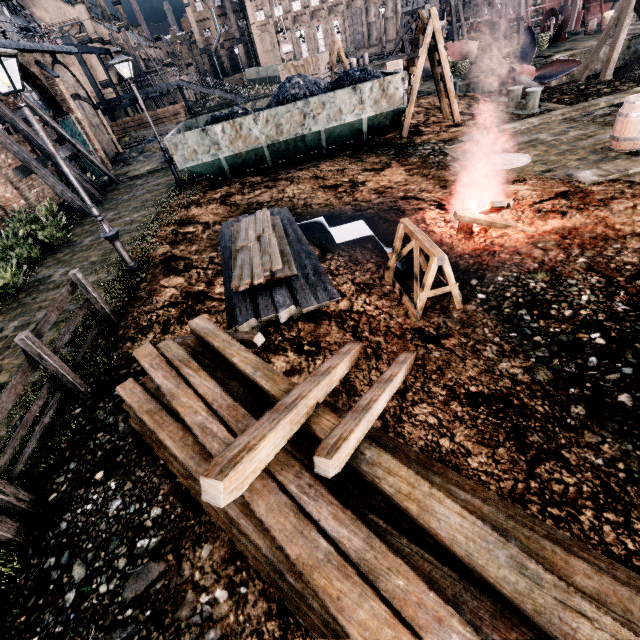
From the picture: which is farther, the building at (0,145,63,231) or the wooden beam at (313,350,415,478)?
the building at (0,145,63,231)

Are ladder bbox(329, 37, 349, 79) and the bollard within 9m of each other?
no

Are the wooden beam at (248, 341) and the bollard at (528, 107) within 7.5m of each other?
no

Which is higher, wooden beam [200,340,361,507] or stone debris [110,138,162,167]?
wooden beam [200,340,361,507]

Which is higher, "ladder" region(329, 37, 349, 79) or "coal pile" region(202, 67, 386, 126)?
"ladder" region(329, 37, 349, 79)

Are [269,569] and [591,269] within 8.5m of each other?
yes

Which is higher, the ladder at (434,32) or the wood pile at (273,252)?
the ladder at (434,32)

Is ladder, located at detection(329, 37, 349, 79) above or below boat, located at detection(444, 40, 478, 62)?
above
